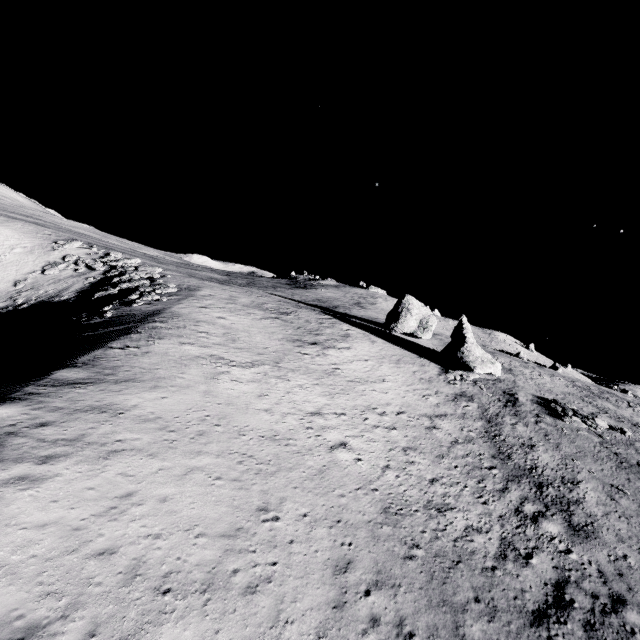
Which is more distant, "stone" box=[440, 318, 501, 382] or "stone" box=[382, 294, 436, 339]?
"stone" box=[382, 294, 436, 339]

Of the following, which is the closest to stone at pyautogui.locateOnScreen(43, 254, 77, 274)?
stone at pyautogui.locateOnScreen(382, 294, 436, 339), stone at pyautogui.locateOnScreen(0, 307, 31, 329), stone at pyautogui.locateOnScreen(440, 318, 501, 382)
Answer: stone at pyautogui.locateOnScreen(0, 307, 31, 329)

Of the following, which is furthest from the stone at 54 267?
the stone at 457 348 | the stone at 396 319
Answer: the stone at 457 348

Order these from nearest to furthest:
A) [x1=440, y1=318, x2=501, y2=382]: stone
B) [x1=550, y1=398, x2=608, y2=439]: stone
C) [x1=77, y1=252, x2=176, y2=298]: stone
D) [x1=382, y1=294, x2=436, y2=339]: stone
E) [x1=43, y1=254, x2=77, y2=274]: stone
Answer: [x1=550, y1=398, x2=608, y2=439]: stone
[x1=77, y1=252, x2=176, y2=298]: stone
[x1=440, y1=318, x2=501, y2=382]: stone
[x1=43, y1=254, x2=77, y2=274]: stone
[x1=382, y1=294, x2=436, y2=339]: stone

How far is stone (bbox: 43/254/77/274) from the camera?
44.53m

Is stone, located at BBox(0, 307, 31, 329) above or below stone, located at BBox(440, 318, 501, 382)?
below

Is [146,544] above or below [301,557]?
above

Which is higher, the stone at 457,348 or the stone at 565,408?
the stone at 457,348
